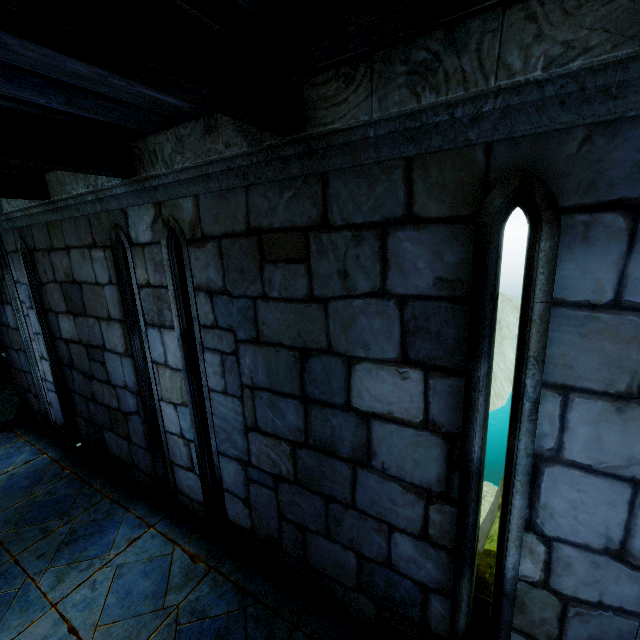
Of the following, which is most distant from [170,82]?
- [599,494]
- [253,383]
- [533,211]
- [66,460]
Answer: [66,460]

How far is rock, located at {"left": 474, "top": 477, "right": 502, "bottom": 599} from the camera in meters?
8.3 m

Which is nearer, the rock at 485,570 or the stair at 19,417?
the stair at 19,417

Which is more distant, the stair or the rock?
the rock

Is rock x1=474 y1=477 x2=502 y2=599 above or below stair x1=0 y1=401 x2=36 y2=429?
below

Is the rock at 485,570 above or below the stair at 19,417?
below
